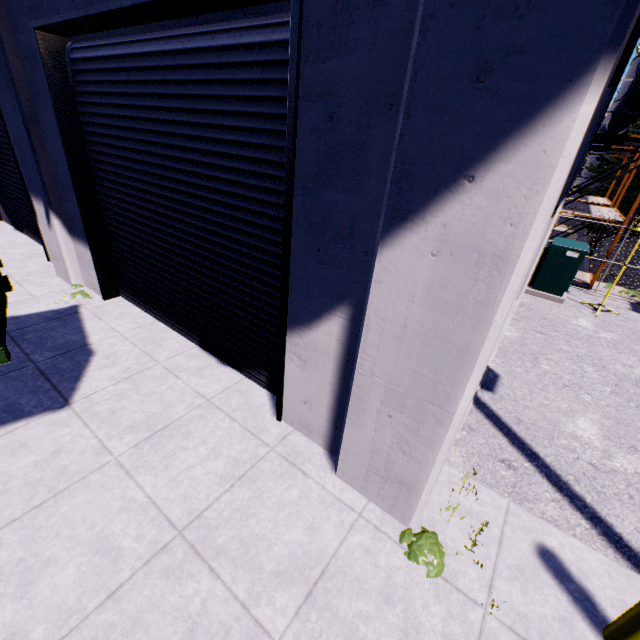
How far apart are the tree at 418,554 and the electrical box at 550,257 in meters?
8.9 m

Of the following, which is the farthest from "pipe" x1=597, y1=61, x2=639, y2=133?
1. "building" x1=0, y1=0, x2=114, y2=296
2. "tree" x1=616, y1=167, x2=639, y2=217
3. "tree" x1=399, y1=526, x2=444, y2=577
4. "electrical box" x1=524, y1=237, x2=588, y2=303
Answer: "tree" x1=399, y1=526, x2=444, y2=577

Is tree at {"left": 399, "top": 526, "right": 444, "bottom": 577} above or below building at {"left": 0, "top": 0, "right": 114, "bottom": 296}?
below

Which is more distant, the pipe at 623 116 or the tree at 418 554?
the pipe at 623 116

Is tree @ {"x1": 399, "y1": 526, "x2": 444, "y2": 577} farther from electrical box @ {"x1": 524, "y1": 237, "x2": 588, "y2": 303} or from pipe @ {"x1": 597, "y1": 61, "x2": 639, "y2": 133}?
electrical box @ {"x1": 524, "y1": 237, "x2": 588, "y2": 303}

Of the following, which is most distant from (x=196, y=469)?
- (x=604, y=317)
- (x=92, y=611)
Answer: (x=604, y=317)

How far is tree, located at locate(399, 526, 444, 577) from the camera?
2.9 meters

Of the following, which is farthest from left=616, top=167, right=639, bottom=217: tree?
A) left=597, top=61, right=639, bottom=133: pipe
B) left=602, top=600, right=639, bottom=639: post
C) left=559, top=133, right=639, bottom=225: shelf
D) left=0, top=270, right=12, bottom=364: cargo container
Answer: left=0, top=270, right=12, bottom=364: cargo container
